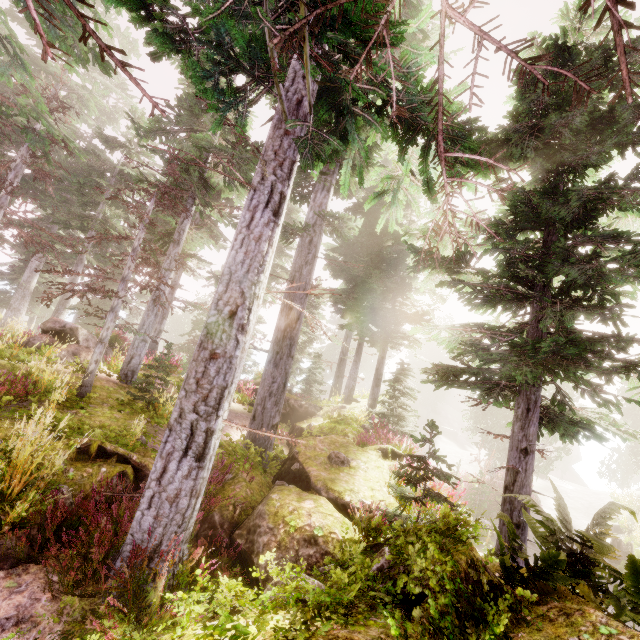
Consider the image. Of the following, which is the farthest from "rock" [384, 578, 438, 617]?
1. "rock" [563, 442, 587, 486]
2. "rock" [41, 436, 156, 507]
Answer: "rock" [563, 442, 587, 486]

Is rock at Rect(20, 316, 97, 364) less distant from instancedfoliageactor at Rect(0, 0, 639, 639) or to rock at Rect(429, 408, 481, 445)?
instancedfoliageactor at Rect(0, 0, 639, 639)

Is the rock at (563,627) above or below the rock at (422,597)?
above

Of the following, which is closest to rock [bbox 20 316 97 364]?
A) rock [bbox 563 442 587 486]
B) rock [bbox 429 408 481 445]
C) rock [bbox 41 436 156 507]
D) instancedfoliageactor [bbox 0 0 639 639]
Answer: instancedfoliageactor [bbox 0 0 639 639]

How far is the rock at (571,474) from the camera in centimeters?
5222cm

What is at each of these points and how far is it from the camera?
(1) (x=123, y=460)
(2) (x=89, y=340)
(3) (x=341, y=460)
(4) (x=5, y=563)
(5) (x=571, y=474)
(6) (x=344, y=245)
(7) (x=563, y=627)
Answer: (1) rock, 6.0 meters
(2) rock, 12.8 meters
(3) instancedfoliageactor, 7.3 meters
(4) rock, 3.8 meters
(5) rock, 52.8 meters
(6) instancedfoliageactor, 22.7 meters
(7) rock, 3.1 meters

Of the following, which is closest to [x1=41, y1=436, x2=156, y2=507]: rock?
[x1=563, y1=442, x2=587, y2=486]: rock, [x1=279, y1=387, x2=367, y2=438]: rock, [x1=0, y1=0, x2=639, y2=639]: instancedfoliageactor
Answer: [x1=0, y1=0, x2=639, y2=639]: instancedfoliageactor

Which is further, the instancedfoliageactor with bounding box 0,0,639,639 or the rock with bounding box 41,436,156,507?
the rock with bounding box 41,436,156,507
